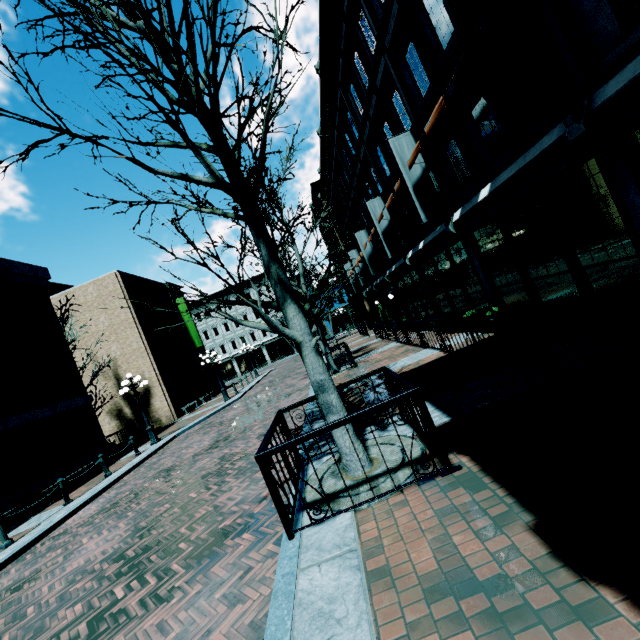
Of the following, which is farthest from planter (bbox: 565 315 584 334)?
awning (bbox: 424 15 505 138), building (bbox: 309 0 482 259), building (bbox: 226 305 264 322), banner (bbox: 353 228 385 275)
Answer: building (bbox: 226 305 264 322)

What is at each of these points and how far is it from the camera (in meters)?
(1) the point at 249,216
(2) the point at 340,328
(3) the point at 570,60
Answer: (1) tree, 4.73
(2) building, 49.91
(3) building, 5.02

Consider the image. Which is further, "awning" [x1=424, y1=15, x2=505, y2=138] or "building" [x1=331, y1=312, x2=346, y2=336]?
"building" [x1=331, y1=312, x2=346, y2=336]

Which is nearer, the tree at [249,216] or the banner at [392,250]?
the tree at [249,216]

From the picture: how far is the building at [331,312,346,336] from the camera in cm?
4903

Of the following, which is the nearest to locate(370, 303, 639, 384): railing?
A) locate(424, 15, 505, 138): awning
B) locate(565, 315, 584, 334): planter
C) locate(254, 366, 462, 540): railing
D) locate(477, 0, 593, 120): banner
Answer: locate(565, 315, 584, 334): planter

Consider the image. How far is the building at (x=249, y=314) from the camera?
49.4 meters

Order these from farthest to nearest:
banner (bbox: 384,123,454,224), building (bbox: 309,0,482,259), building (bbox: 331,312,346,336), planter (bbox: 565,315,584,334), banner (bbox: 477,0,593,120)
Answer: building (bbox: 331,312,346,336) < banner (bbox: 384,123,454,224) < building (bbox: 309,0,482,259) < planter (bbox: 565,315,584,334) < banner (bbox: 477,0,593,120)
